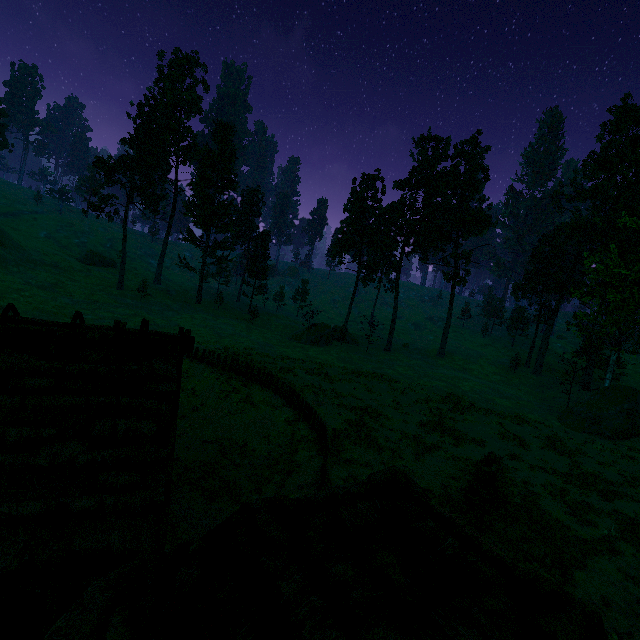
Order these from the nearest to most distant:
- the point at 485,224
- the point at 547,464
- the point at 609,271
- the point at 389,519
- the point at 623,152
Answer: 1. the point at 389,519
2. the point at 547,464
3. the point at 609,271
4. the point at 623,152
5. the point at 485,224

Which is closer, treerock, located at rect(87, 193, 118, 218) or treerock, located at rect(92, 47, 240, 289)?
treerock, located at rect(87, 193, 118, 218)

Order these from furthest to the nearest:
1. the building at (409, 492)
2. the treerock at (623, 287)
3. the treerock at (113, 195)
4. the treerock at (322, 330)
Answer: the treerock at (322, 330)
the treerock at (113, 195)
the treerock at (623, 287)
the building at (409, 492)

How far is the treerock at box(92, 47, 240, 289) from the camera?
50.38m

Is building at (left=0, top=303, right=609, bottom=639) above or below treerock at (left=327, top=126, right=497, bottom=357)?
below

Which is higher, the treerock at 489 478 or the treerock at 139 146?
the treerock at 139 146

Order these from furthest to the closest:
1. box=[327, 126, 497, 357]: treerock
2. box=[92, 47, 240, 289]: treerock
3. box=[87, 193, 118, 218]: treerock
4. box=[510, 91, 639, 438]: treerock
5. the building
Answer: box=[92, 47, 240, 289]: treerock → box=[327, 126, 497, 357]: treerock → box=[87, 193, 118, 218]: treerock → box=[510, 91, 639, 438]: treerock → the building
